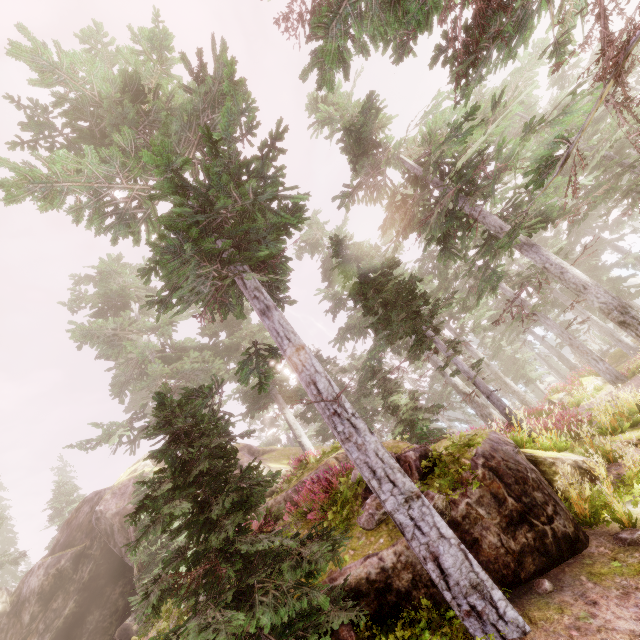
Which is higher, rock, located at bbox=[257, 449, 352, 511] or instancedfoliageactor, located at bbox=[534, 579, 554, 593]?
rock, located at bbox=[257, 449, 352, 511]

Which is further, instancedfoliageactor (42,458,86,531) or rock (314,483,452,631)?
instancedfoliageactor (42,458,86,531)

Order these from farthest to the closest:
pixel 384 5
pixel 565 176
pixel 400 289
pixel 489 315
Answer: pixel 489 315 < pixel 565 176 < pixel 400 289 < pixel 384 5

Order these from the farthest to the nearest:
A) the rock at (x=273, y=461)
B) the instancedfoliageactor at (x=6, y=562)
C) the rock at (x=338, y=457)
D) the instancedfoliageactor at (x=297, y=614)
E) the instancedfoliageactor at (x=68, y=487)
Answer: the instancedfoliageactor at (x=68, y=487) → the instancedfoliageactor at (x=6, y=562) → the rock at (x=273, y=461) → the rock at (x=338, y=457) → the instancedfoliageactor at (x=297, y=614)

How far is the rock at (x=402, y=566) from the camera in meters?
5.7 m

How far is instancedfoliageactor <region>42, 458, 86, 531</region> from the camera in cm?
3241

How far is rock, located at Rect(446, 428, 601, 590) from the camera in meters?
5.8

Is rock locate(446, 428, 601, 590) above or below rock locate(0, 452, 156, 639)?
below
